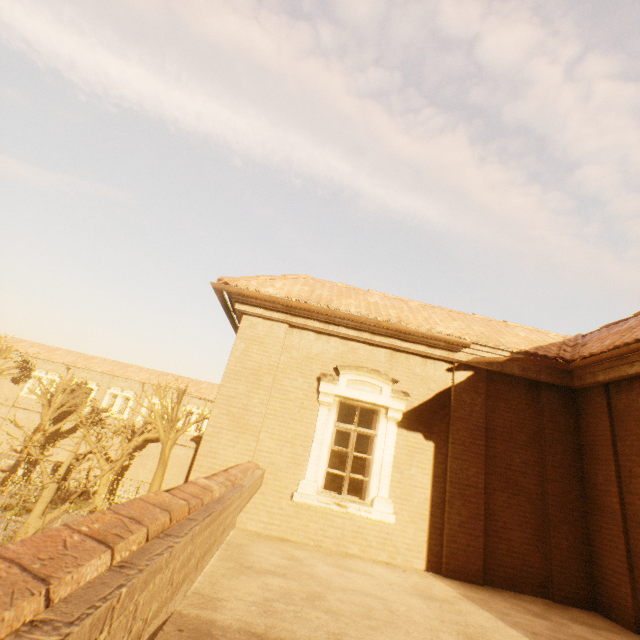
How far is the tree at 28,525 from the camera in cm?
1156

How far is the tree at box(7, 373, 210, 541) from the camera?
11.6 meters

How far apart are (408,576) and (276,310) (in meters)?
5.61
